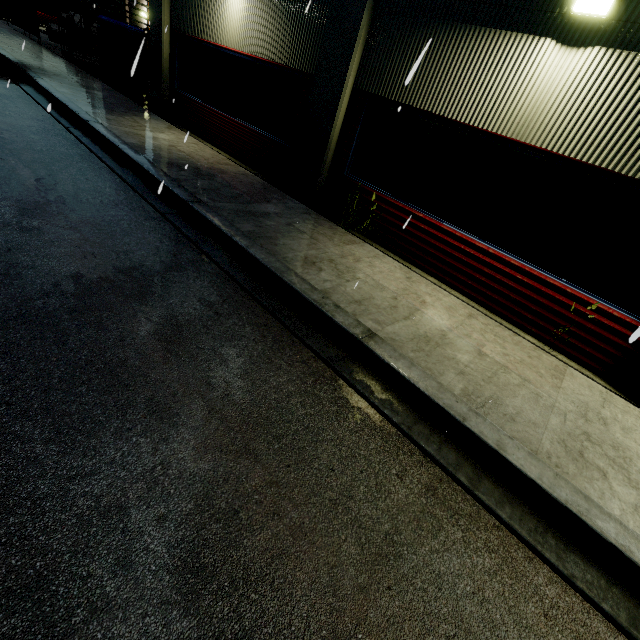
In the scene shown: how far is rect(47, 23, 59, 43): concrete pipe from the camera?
21.2 meters

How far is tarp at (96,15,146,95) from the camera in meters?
11.6 m

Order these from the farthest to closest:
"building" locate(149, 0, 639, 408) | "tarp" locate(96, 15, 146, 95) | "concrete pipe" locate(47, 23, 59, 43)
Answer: "concrete pipe" locate(47, 23, 59, 43)
"tarp" locate(96, 15, 146, 95)
"building" locate(149, 0, 639, 408)

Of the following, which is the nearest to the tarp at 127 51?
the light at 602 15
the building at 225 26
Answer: the building at 225 26

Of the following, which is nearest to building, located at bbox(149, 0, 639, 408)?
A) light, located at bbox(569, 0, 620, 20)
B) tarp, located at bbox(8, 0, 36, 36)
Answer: light, located at bbox(569, 0, 620, 20)

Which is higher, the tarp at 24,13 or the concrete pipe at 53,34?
the tarp at 24,13

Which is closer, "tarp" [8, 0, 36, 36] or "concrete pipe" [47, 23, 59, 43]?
"tarp" [8, 0, 36, 36]

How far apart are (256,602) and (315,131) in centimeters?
803cm
